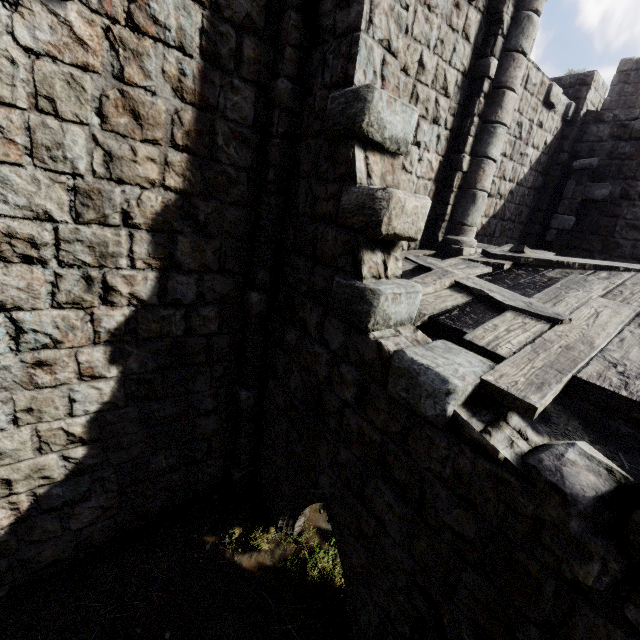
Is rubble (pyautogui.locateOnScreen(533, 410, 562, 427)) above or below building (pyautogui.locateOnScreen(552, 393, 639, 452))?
below

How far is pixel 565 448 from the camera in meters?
2.2

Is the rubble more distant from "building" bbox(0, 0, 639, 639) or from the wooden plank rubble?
the wooden plank rubble

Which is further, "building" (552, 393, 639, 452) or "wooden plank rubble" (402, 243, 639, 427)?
"building" (552, 393, 639, 452)

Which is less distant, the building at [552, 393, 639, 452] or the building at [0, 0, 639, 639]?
the building at [0, 0, 639, 639]

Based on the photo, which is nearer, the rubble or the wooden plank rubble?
the wooden plank rubble

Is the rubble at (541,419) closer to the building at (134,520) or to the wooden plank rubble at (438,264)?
the building at (134,520)
